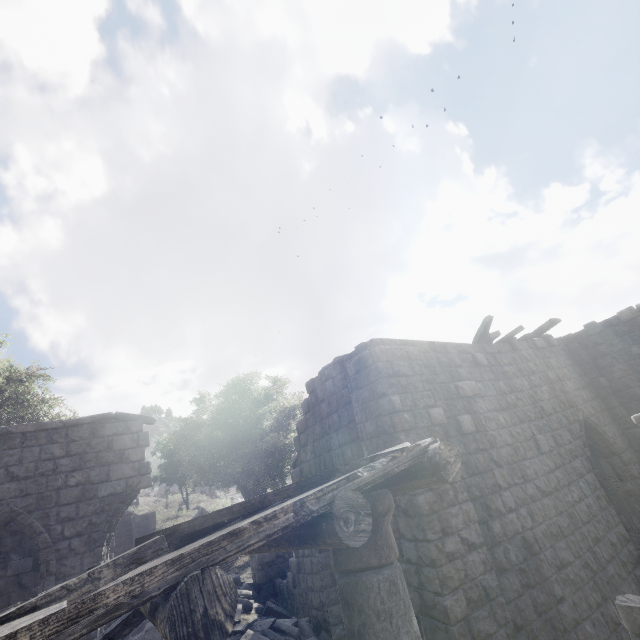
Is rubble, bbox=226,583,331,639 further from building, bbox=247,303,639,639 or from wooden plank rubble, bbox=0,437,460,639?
wooden plank rubble, bbox=0,437,460,639

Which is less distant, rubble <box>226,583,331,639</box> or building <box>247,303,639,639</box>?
building <box>247,303,639,639</box>

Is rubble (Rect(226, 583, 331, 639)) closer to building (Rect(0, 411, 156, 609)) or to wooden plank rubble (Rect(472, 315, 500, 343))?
building (Rect(0, 411, 156, 609))

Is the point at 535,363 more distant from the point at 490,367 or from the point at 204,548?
the point at 204,548

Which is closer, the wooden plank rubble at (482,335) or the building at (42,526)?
the building at (42,526)

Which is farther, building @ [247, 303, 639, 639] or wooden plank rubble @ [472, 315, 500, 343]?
wooden plank rubble @ [472, 315, 500, 343]

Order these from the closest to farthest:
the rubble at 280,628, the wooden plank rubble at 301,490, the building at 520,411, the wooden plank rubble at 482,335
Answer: the wooden plank rubble at 301,490, the building at 520,411, the rubble at 280,628, the wooden plank rubble at 482,335

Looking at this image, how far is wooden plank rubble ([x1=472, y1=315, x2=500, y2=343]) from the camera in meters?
9.6 m
